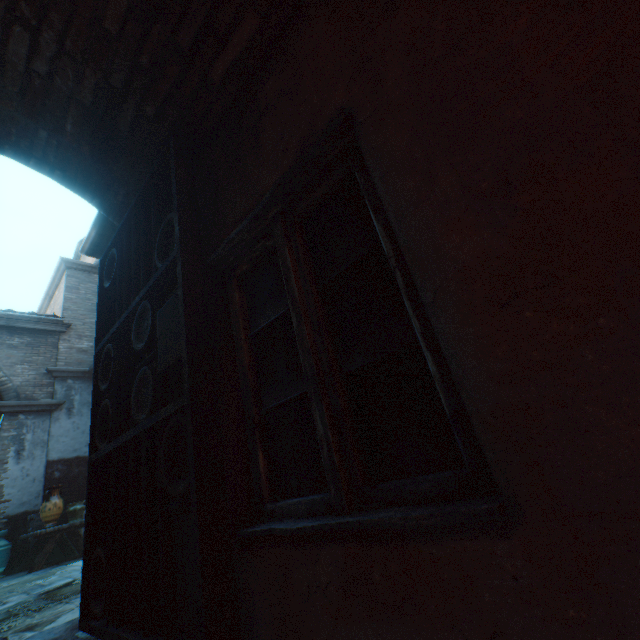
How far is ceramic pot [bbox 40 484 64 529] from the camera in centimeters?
656cm

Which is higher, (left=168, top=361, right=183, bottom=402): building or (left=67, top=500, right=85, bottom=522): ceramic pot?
(left=168, top=361, right=183, bottom=402): building

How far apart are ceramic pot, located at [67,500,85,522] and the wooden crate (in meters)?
0.20

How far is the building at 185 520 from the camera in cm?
136

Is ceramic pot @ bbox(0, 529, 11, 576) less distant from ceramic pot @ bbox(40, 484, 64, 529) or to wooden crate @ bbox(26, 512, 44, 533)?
wooden crate @ bbox(26, 512, 44, 533)

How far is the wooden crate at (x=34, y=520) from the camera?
7.20m

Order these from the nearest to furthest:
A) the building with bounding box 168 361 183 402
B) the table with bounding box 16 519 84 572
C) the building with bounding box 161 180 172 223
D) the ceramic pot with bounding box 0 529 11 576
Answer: the building with bounding box 168 361 183 402
the building with bounding box 161 180 172 223
the table with bounding box 16 519 84 572
the ceramic pot with bounding box 0 529 11 576

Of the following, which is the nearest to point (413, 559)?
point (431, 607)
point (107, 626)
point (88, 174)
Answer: point (431, 607)
